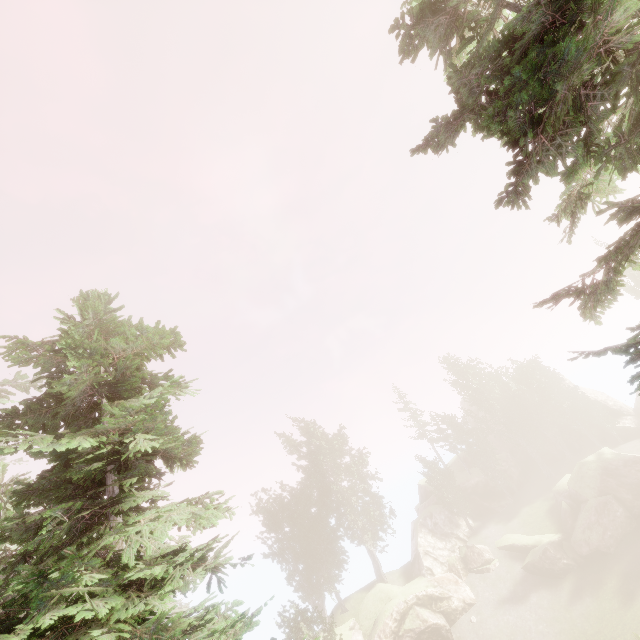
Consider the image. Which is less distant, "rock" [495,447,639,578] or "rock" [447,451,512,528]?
"rock" [495,447,639,578]

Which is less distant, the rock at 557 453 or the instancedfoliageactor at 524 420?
the instancedfoliageactor at 524 420

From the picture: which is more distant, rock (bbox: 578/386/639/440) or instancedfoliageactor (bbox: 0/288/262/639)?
rock (bbox: 578/386/639/440)

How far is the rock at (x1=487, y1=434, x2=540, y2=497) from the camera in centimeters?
4416cm

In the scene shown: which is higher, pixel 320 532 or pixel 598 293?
pixel 598 293

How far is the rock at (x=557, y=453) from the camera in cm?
4691
